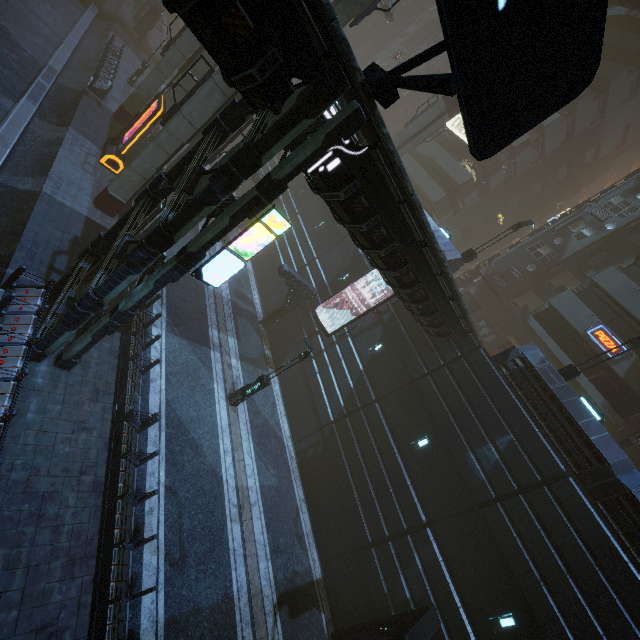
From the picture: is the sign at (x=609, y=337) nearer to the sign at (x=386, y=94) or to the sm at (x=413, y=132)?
the sm at (x=413, y=132)

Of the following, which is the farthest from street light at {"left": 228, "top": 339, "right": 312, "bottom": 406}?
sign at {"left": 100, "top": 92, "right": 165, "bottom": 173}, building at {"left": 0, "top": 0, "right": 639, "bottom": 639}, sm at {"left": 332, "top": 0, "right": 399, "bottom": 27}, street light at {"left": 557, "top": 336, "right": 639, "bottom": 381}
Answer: sign at {"left": 100, "top": 92, "right": 165, "bottom": 173}

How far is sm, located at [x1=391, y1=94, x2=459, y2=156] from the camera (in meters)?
27.92

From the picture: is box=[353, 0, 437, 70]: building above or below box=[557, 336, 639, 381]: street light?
above

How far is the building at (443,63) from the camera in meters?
48.9 m

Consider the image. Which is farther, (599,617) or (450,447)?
(450,447)

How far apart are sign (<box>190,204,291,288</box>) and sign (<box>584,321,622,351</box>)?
22.7 meters

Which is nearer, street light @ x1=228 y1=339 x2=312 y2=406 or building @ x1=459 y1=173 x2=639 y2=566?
building @ x1=459 y1=173 x2=639 y2=566
